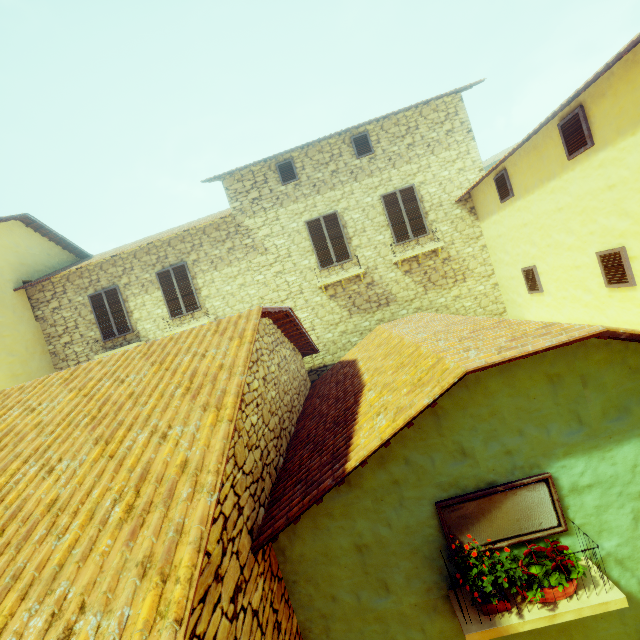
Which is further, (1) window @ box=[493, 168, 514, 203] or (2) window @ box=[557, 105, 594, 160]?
(1) window @ box=[493, 168, 514, 203]

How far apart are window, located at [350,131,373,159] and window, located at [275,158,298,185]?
1.9m

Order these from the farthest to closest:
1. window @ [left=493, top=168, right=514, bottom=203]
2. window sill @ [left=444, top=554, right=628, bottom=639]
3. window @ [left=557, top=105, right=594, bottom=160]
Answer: window @ [left=493, top=168, right=514, bottom=203] → window @ [left=557, top=105, right=594, bottom=160] → window sill @ [left=444, top=554, right=628, bottom=639]

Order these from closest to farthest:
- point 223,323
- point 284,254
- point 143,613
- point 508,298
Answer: point 143,613, point 223,323, point 508,298, point 284,254

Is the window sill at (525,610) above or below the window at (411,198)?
below

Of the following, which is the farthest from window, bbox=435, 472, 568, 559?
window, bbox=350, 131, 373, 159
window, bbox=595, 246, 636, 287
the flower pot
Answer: window, bbox=350, 131, 373, 159

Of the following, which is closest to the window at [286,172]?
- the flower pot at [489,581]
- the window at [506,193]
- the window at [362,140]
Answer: the window at [362,140]

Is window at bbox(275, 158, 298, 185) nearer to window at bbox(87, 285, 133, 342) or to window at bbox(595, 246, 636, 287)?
window at bbox(595, 246, 636, 287)
